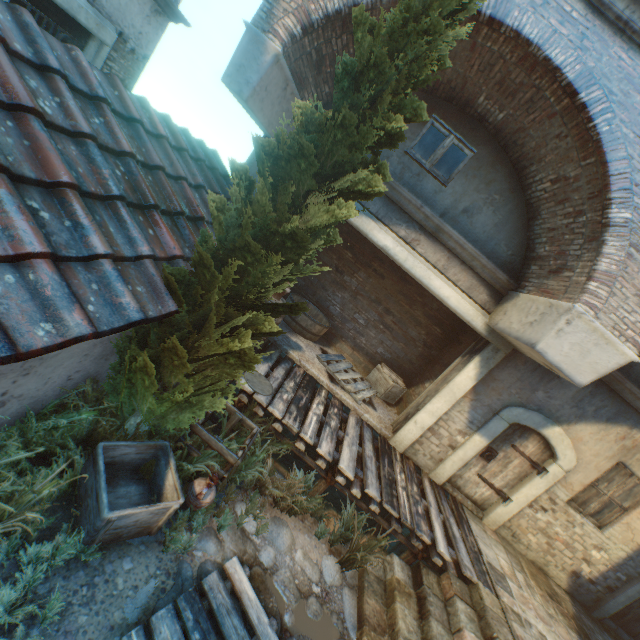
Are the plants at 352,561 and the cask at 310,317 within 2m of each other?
no

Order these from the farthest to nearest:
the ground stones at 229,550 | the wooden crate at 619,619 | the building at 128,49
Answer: the wooden crate at 619,619 < the building at 128,49 < the ground stones at 229,550

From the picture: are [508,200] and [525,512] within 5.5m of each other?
no

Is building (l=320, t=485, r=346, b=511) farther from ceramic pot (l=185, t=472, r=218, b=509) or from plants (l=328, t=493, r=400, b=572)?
ceramic pot (l=185, t=472, r=218, b=509)

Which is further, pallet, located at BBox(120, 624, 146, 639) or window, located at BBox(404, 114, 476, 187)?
window, located at BBox(404, 114, 476, 187)

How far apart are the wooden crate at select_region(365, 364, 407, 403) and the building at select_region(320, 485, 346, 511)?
1.63m

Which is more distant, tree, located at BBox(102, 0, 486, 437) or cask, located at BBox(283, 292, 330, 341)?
cask, located at BBox(283, 292, 330, 341)

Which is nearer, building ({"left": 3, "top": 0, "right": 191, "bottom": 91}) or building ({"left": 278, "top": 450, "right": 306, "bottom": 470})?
building ({"left": 3, "top": 0, "right": 191, "bottom": 91})
